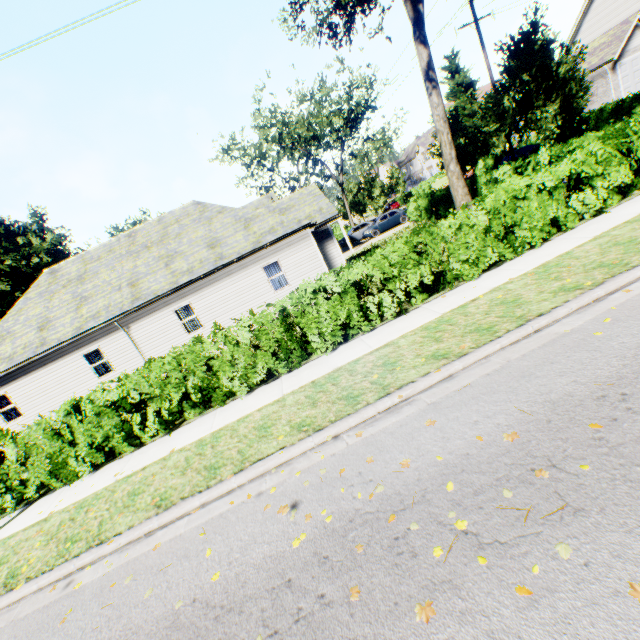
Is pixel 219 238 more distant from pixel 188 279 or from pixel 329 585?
pixel 329 585

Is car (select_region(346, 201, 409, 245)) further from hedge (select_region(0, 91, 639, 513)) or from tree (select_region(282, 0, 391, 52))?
hedge (select_region(0, 91, 639, 513))

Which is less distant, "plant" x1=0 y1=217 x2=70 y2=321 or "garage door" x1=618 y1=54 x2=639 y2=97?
"garage door" x1=618 y1=54 x2=639 y2=97

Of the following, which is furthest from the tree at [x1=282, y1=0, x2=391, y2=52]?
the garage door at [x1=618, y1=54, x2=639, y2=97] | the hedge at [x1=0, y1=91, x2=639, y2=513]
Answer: the garage door at [x1=618, y1=54, x2=639, y2=97]

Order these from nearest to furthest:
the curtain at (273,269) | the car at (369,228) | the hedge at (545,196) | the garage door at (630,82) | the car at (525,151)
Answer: the hedge at (545,196) → the curtain at (273,269) → the garage door at (630,82) → the car at (525,151) → the car at (369,228)

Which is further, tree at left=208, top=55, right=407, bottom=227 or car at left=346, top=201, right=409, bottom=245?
tree at left=208, top=55, right=407, bottom=227

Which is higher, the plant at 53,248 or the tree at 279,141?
the plant at 53,248
